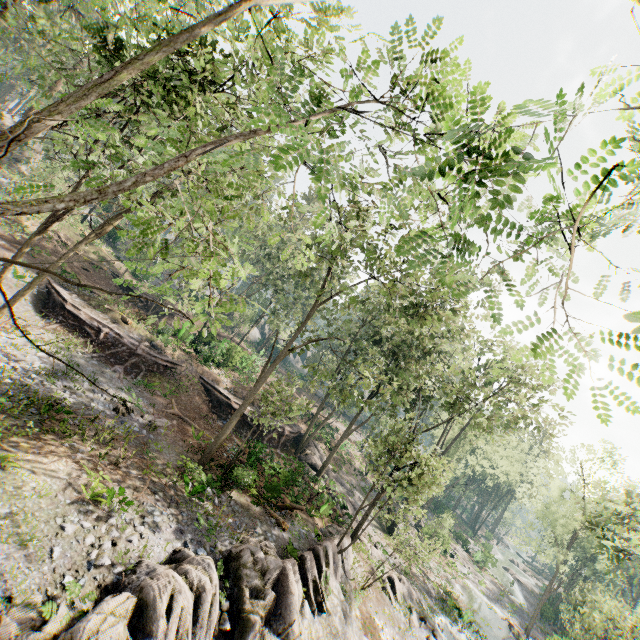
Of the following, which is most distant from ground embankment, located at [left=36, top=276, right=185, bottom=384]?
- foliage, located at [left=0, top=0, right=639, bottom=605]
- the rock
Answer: foliage, located at [left=0, top=0, right=639, bottom=605]

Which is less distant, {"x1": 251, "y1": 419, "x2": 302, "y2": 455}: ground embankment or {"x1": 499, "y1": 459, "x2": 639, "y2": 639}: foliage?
{"x1": 499, "y1": 459, "x2": 639, "y2": 639}: foliage

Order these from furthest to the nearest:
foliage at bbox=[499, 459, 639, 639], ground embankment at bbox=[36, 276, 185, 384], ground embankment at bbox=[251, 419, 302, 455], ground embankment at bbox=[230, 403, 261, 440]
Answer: ground embankment at bbox=[251, 419, 302, 455]
ground embankment at bbox=[230, 403, 261, 440]
ground embankment at bbox=[36, 276, 185, 384]
foliage at bbox=[499, 459, 639, 639]

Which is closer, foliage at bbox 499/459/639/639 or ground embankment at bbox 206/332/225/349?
foliage at bbox 499/459/639/639

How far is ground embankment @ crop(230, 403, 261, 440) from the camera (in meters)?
26.12

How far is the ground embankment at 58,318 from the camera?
22.4 meters

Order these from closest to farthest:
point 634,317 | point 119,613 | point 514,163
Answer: point 634,317 < point 514,163 < point 119,613

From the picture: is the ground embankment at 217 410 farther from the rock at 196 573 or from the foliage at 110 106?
the rock at 196 573
